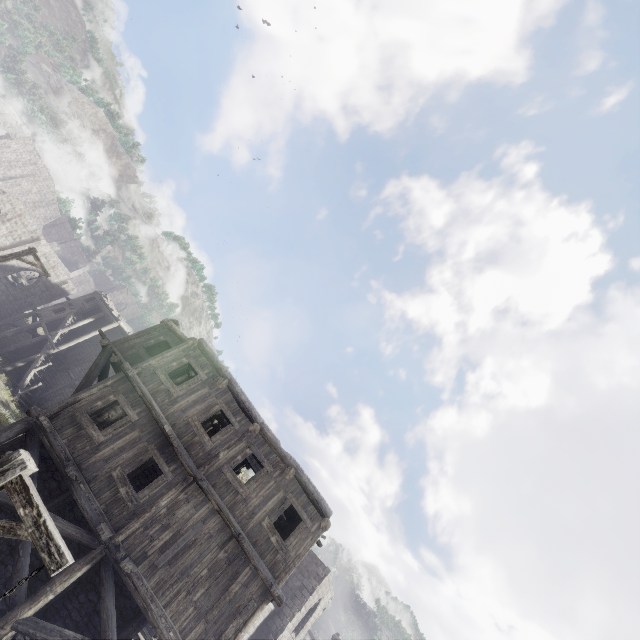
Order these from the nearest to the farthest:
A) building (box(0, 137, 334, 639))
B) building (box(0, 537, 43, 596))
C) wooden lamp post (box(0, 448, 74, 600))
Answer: wooden lamp post (box(0, 448, 74, 600)) → building (box(0, 537, 43, 596)) → building (box(0, 137, 334, 639))

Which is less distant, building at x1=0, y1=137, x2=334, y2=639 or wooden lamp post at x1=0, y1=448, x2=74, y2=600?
wooden lamp post at x1=0, y1=448, x2=74, y2=600

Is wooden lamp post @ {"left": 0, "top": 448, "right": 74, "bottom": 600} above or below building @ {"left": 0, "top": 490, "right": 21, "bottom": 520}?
above

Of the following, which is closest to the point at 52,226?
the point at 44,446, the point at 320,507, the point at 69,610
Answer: the point at 44,446

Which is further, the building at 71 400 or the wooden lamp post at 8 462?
the building at 71 400
